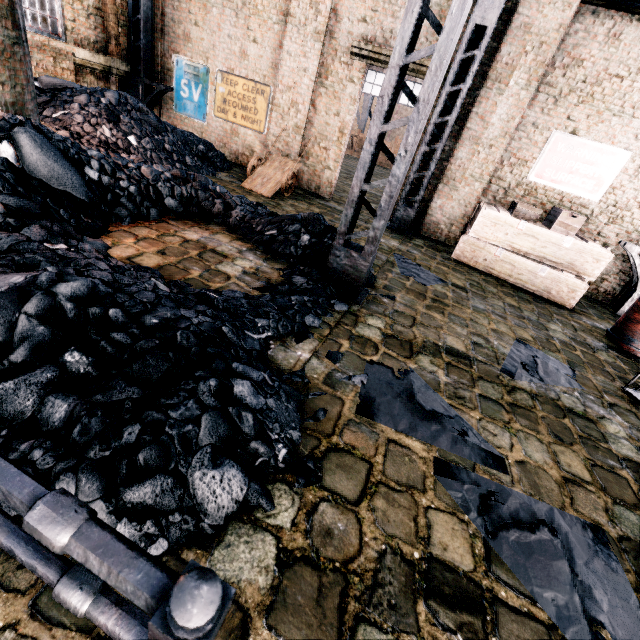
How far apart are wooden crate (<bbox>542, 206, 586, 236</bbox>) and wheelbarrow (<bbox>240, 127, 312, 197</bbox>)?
7.0m

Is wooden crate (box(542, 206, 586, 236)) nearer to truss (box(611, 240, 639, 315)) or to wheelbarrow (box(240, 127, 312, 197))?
truss (box(611, 240, 639, 315))

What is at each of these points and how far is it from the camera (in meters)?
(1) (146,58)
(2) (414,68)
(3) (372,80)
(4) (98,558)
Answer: (1) truss, 10.98
(2) building, 8.87
(3) door, 9.52
(4) metal railing, 0.77

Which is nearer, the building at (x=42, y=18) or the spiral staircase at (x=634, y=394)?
the spiral staircase at (x=634, y=394)

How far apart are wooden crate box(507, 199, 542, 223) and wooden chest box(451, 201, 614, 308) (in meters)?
0.20

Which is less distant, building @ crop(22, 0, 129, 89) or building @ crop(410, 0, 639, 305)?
building @ crop(410, 0, 639, 305)

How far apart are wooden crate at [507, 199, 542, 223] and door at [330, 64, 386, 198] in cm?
352

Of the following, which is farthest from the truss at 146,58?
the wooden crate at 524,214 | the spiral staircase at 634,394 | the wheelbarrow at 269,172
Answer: the spiral staircase at 634,394
